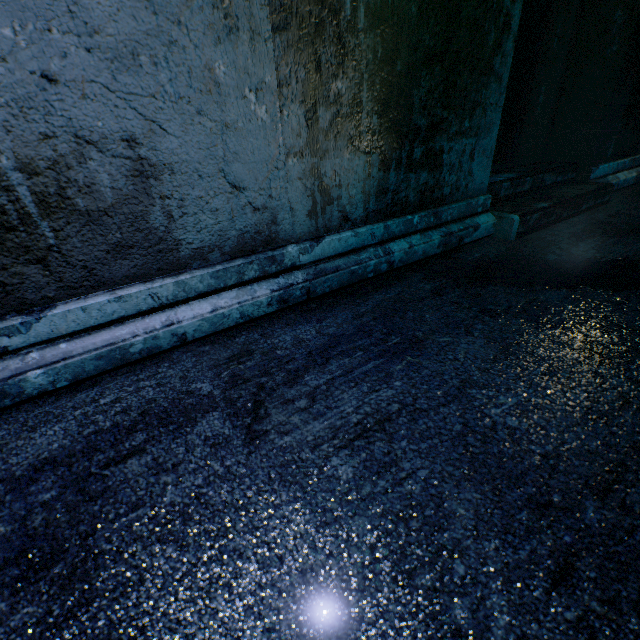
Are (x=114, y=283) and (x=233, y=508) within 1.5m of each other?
yes
